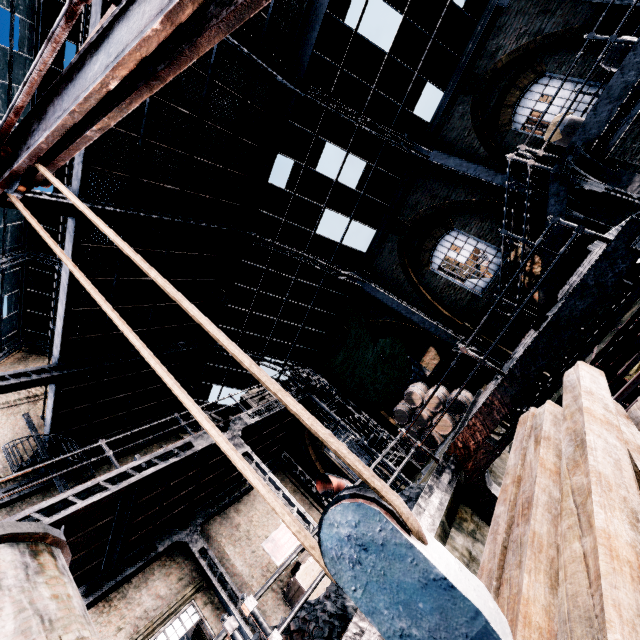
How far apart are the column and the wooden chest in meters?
8.7

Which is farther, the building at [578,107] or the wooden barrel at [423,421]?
the wooden barrel at [423,421]

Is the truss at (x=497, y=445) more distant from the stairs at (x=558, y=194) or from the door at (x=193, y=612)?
the door at (x=193, y=612)

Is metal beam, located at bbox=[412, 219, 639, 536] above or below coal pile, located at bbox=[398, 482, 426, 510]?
below

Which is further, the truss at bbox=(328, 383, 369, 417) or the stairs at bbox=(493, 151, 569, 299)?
the truss at bbox=(328, 383, 369, 417)

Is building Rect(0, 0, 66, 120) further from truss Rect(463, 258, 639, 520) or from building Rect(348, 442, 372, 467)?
truss Rect(463, 258, 639, 520)

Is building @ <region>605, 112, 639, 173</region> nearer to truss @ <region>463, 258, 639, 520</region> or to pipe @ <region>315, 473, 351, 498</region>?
truss @ <region>463, 258, 639, 520</region>

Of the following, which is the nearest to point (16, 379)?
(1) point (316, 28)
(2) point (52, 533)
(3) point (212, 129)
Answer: (2) point (52, 533)
